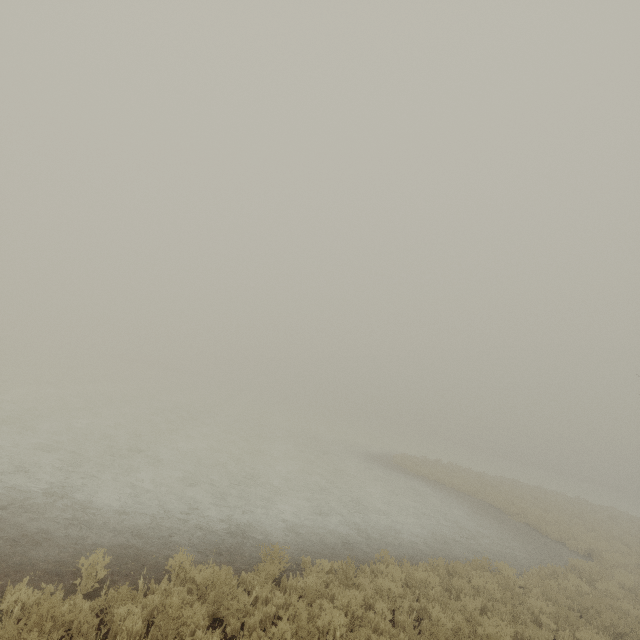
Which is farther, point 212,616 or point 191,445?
point 191,445
